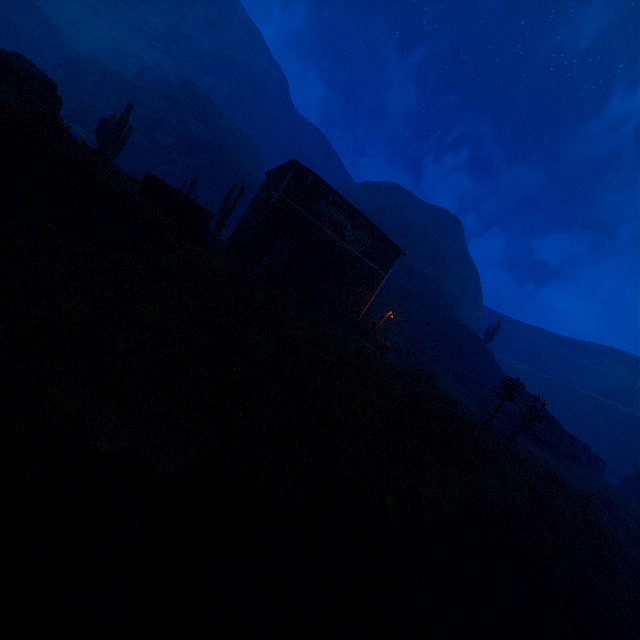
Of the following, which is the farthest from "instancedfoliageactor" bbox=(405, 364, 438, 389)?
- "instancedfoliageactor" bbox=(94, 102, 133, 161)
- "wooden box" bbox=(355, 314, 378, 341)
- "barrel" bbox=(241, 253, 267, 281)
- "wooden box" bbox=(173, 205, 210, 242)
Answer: "instancedfoliageactor" bbox=(94, 102, 133, 161)

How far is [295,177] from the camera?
19.66m

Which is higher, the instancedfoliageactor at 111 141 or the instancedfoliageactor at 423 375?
the instancedfoliageactor at 111 141

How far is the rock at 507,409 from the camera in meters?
28.0

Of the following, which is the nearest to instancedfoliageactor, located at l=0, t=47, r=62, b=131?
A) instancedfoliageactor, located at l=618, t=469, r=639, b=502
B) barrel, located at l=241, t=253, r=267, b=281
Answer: barrel, located at l=241, t=253, r=267, b=281

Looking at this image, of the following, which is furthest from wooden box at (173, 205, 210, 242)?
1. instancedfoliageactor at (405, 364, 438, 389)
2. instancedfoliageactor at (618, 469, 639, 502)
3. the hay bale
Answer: instancedfoliageactor at (618, 469, 639, 502)

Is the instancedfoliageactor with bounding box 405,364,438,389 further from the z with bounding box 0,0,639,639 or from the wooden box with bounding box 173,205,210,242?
the wooden box with bounding box 173,205,210,242

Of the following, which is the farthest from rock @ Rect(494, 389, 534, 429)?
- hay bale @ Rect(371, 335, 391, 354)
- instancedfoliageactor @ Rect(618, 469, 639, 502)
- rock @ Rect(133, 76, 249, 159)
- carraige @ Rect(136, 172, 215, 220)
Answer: rock @ Rect(133, 76, 249, 159)
